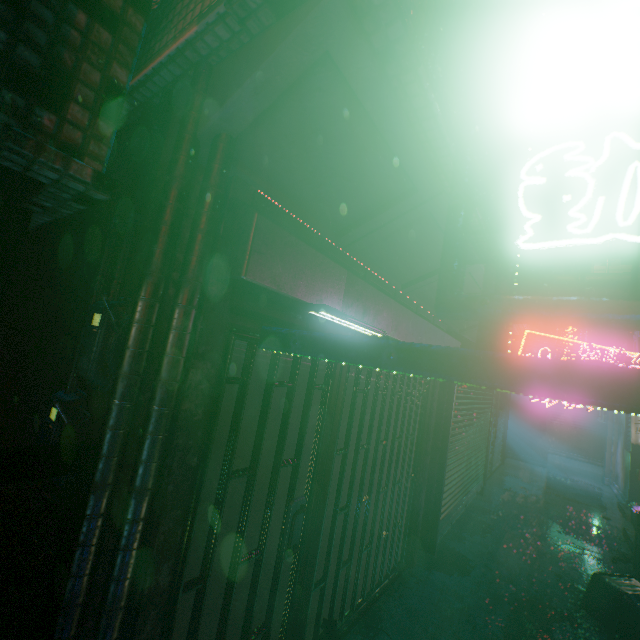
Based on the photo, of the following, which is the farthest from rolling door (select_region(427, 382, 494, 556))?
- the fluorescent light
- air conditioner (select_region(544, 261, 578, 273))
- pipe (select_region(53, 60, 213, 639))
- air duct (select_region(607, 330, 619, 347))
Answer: air duct (select_region(607, 330, 619, 347))

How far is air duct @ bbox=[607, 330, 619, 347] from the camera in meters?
11.3 m

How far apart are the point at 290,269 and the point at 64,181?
0.85m

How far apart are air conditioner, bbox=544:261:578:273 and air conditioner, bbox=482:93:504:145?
2.2 meters

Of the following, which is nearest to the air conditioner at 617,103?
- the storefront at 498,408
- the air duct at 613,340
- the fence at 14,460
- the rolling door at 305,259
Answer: the rolling door at 305,259

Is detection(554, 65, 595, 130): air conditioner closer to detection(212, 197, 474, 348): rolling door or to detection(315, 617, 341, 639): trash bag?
detection(212, 197, 474, 348): rolling door

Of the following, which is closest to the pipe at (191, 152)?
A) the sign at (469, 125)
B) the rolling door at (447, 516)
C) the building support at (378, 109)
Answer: the building support at (378, 109)

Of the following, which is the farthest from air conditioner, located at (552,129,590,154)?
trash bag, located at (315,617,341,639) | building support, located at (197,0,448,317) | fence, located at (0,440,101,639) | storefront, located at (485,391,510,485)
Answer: storefront, located at (485,391,510,485)
